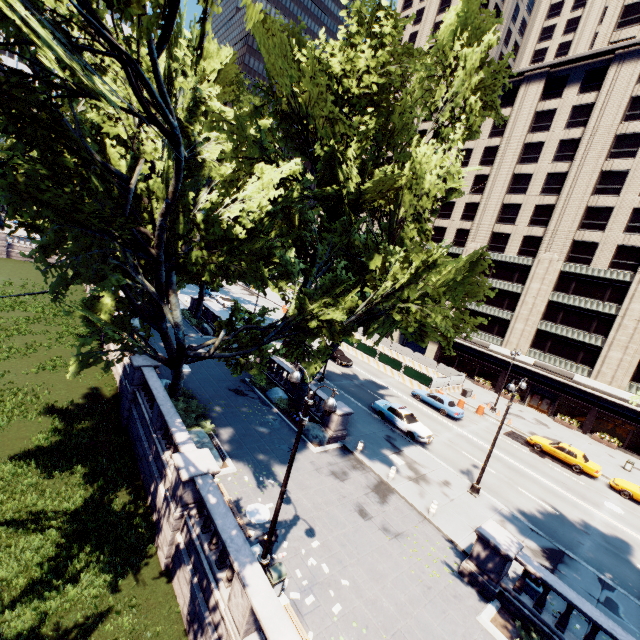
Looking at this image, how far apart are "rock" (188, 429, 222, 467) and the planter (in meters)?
13.62

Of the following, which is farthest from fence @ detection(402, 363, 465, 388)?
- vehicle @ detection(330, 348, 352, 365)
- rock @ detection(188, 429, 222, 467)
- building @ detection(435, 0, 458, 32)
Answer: rock @ detection(188, 429, 222, 467)

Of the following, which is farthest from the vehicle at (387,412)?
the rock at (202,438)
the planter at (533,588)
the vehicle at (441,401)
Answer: the rock at (202,438)

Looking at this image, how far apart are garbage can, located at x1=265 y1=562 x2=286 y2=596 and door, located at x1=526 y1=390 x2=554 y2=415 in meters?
41.7 m

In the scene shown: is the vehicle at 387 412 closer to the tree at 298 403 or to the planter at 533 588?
the tree at 298 403

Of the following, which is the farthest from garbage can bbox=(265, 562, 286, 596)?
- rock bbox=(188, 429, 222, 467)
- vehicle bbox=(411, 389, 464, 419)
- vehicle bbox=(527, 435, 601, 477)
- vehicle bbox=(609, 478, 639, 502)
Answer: vehicle bbox=(609, 478, 639, 502)

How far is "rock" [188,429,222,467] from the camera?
15.8 meters

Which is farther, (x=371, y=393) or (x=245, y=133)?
(x=371, y=393)
